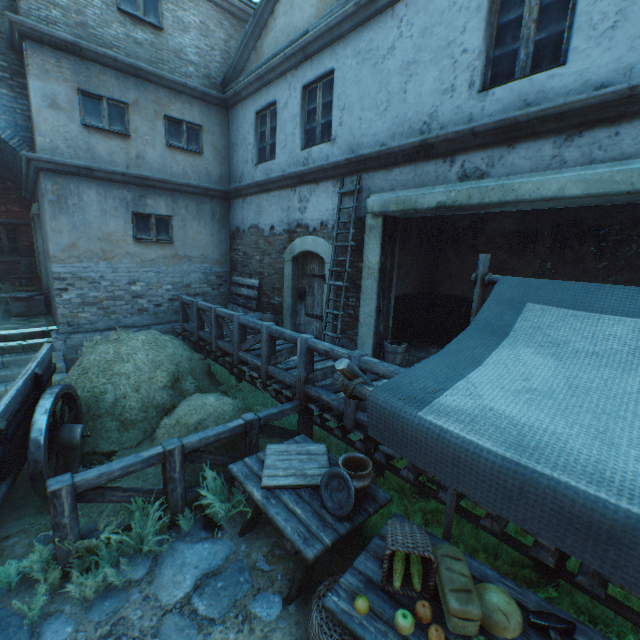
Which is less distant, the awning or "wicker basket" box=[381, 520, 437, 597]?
the awning

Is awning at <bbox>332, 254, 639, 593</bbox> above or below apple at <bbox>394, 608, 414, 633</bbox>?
above

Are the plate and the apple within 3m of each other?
yes

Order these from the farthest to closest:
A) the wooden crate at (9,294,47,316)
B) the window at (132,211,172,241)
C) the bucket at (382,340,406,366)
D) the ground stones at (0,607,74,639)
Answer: the wooden crate at (9,294,47,316) < the window at (132,211,172,241) < the bucket at (382,340,406,366) < the ground stones at (0,607,74,639)

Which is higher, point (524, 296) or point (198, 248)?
point (198, 248)

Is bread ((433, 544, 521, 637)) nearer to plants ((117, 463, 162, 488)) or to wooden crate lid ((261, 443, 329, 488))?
wooden crate lid ((261, 443, 329, 488))

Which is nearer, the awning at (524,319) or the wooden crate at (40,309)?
the awning at (524,319)

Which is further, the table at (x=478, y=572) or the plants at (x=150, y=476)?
the plants at (x=150, y=476)
